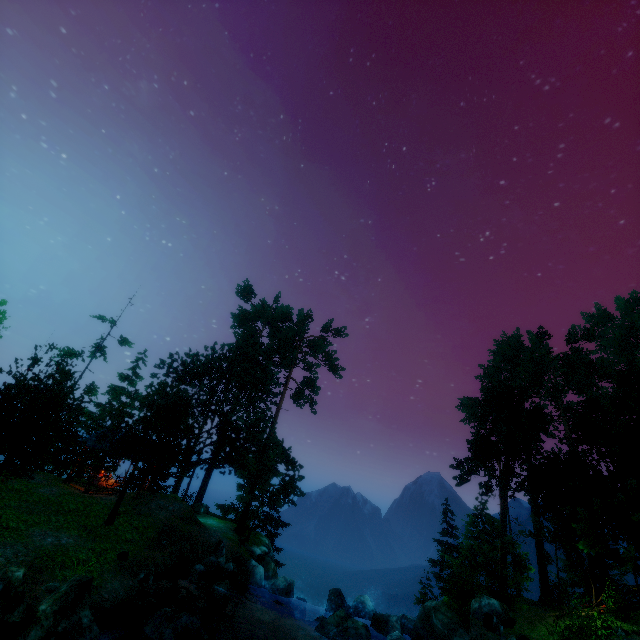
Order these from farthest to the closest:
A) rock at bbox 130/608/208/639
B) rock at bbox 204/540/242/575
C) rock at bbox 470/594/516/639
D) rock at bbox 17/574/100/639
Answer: rock at bbox 204/540/242/575 < rock at bbox 470/594/516/639 < rock at bbox 130/608/208/639 < rock at bbox 17/574/100/639

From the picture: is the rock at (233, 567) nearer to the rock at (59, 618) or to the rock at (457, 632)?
the rock at (457, 632)

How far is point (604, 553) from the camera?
23.84m

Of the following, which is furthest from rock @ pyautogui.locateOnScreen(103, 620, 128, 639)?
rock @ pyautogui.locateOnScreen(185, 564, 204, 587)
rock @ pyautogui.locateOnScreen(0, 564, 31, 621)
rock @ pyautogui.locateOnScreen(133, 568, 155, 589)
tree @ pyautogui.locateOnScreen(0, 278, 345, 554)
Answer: tree @ pyautogui.locateOnScreen(0, 278, 345, 554)

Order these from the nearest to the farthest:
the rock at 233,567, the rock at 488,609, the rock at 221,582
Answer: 1. the rock at 488,609
2. the rock at 221,582
3. the rock at 233,567

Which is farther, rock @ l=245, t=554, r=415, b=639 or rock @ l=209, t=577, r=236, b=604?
rock @ l=209, t=577, r=236, b=604

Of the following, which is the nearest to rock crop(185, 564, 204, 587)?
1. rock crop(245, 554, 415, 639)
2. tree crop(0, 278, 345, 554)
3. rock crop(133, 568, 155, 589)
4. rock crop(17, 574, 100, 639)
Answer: rock crop(133, 568, 155, 589)

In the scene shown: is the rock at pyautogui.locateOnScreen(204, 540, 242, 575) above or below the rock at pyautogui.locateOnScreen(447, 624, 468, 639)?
below
